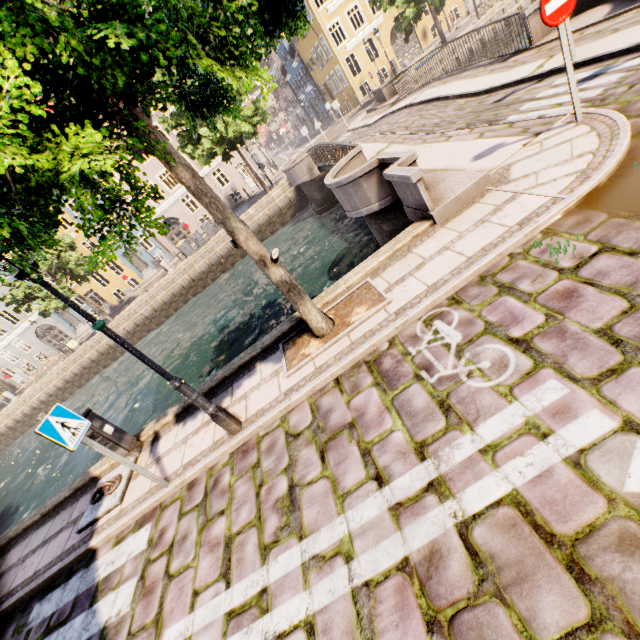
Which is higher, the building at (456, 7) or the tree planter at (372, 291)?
the building at (456, 7)

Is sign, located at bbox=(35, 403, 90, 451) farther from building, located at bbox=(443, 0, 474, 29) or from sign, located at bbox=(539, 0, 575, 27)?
building, located at bbox=(443, 0, 474, 29)

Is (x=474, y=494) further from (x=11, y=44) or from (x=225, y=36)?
(x=11, y=44)

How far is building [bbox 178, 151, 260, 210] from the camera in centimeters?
3050cm

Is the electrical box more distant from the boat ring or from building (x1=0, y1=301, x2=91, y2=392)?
building (x1=0, y1=301, x2=91, y2=392)

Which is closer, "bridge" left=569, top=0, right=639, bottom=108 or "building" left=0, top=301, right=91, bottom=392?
"bridge" left=569, top=0, right=639, bottom=108

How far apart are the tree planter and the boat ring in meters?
3.5

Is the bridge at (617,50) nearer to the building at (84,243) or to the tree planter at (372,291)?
the tree planter at (372,291)
